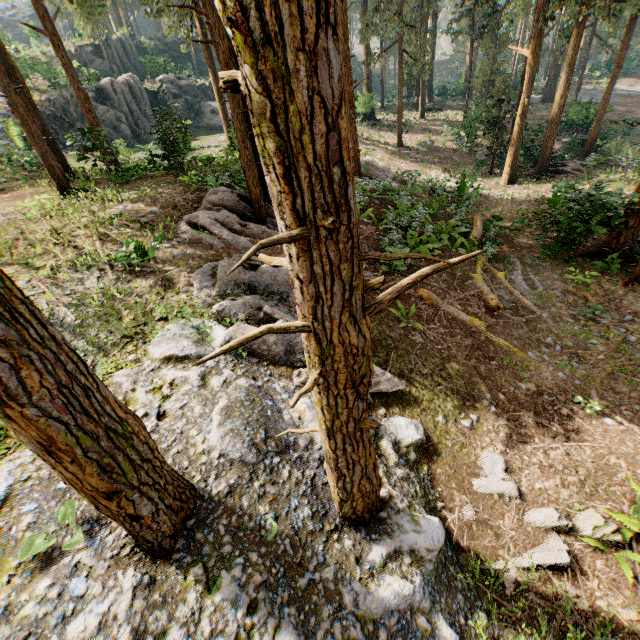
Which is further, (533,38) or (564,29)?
(564,29)

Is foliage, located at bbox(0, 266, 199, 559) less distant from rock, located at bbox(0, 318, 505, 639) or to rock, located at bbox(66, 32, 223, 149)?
rock, located at bbox(0, 318, 505, 639)

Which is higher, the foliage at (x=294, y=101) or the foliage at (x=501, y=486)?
the foliage at (x=294, y=101)

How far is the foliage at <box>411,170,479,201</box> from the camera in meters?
18.8 m

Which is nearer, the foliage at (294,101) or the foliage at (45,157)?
the foliage at (294,101)

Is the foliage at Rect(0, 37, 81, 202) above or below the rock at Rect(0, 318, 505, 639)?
above

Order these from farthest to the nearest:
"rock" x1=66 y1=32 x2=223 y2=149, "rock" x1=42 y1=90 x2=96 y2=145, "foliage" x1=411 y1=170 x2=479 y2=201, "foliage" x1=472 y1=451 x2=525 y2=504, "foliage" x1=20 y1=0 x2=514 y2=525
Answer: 1. "rock" x1=66 y1=32 x2=223 y2=149
2. "foliage" x1=411 y1=170 x2=479 y2=201
3. "rock" x1=42 y1=90 x2=96 y2=145
4. "foliage" x1=472 y1=451 x2=525 y2=504
5. "foliage" x1=20 y1=0 x2=514 y2=525
